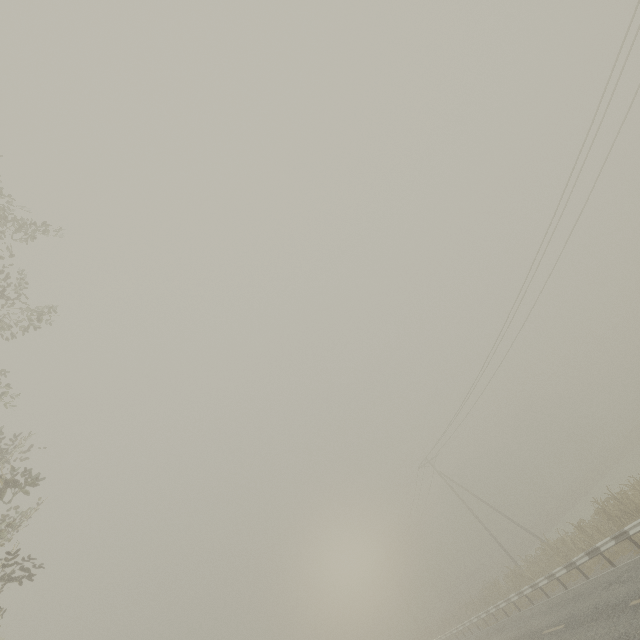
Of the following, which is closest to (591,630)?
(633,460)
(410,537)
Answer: (633,460)
